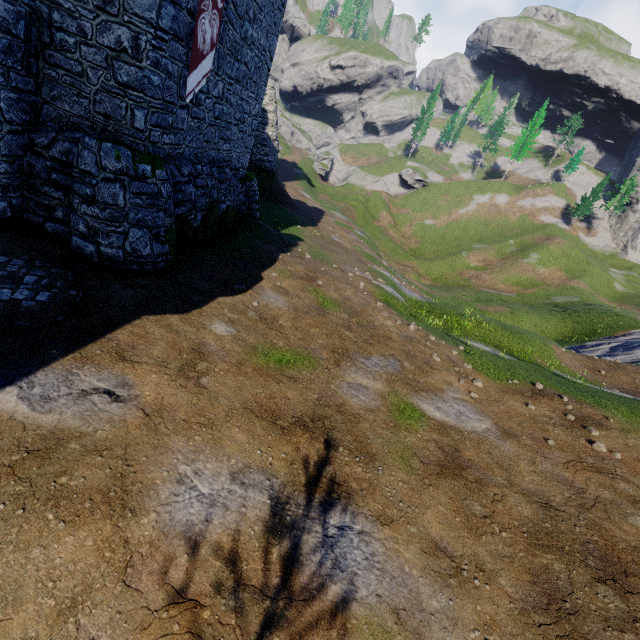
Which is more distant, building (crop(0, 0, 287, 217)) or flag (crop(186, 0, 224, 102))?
flag (crop(186, 0, 224, 102))

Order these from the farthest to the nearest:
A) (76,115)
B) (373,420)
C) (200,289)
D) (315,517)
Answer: (200,289) → (76,115) → (373,420) → (315,517)

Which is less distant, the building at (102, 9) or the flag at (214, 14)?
the building at (102, 9)
